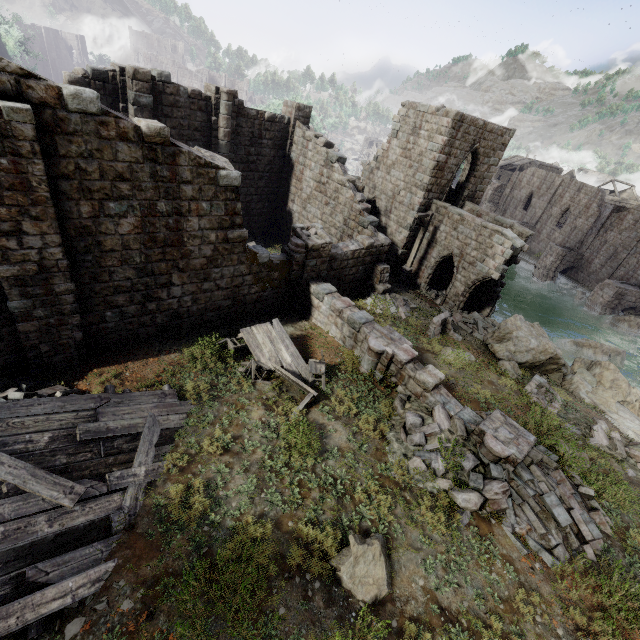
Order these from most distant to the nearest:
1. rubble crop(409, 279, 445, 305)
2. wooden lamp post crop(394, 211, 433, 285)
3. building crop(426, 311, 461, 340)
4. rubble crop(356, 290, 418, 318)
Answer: rubble crop(409, 279, 445, 305) < wooden lamp post crop(394, 211, 433, 285) < rubble crop(356, 290, 418, 318) < building crop(426, 311, 461, 340)

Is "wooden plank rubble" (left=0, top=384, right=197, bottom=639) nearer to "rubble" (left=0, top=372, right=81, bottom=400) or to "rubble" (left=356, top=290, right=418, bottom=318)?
"rubble" (left=0, top=372, right=81, bottom=400)

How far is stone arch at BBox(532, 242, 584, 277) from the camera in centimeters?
3809cm

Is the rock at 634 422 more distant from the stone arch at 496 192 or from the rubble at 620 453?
the stone arch at 496 192

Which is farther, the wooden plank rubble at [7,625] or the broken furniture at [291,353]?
the broken furniture at [291,353]

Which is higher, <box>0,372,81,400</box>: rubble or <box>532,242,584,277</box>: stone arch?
<box>0,372,81,400</box>: rubble

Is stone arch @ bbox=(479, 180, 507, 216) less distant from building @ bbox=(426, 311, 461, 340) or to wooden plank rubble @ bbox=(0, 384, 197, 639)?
building @ bbox=(426, 311, 461, 340)

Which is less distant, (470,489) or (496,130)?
(470,489)
